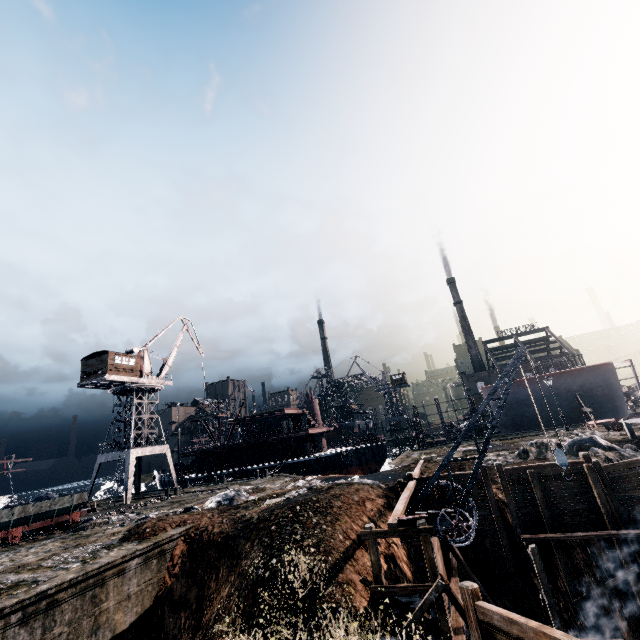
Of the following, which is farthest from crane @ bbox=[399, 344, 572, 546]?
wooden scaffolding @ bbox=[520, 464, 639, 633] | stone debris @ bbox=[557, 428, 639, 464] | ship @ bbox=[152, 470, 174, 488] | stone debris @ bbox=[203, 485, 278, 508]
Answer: ship @ bbox=[152, 470, 174, 488]

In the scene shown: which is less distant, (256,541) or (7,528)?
(256,541)

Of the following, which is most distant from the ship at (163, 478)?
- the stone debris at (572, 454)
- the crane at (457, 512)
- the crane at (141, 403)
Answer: the crane at (457, 512)

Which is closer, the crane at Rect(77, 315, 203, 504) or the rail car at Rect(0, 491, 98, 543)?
the rail car at Rect(0, 491, 98, 543)

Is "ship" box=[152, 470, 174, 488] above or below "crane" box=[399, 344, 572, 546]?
above

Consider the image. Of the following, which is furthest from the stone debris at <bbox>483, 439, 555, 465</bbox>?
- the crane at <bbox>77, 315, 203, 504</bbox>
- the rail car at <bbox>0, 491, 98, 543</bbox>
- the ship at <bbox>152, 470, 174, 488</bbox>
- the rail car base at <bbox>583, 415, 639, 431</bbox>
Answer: the ship at <bbox>152, 470, 174, 488</bbox>

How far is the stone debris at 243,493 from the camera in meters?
22.2

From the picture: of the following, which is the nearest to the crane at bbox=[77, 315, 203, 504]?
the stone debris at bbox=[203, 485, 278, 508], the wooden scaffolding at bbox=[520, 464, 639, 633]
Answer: the stone debris at bbox=[203, 485, 278, 508]
